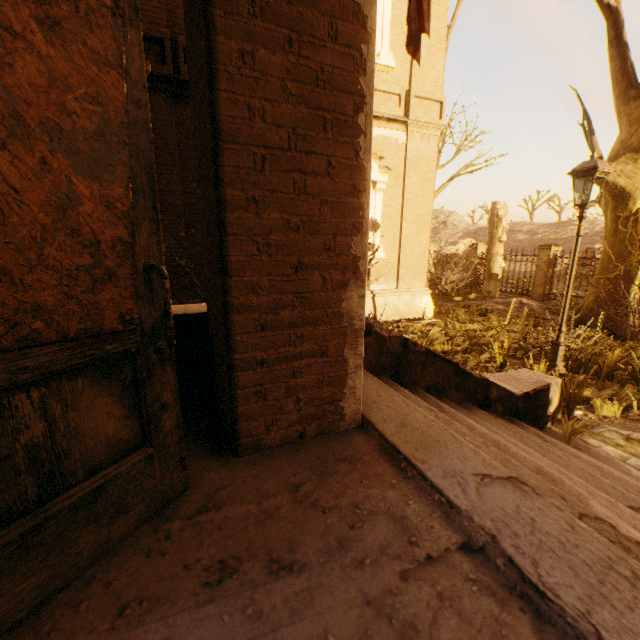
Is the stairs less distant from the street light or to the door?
the door

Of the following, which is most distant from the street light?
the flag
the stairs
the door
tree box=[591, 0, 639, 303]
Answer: tree box=[591, 0, 639, 303]

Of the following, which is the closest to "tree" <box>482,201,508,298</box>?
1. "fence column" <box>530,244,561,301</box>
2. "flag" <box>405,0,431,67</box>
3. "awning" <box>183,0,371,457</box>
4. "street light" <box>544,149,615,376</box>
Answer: "awning" <box>183,0,371,457</box>

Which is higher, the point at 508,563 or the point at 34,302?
the point at 34,302

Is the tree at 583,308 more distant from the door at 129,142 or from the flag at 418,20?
the flag at 418,20

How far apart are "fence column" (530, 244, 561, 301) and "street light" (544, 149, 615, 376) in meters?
10.6

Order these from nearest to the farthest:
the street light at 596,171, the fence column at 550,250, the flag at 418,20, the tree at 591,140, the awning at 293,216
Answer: the awning at 293,216 → the flag at 418,20 → the street light at 596,171 → the tree at 591,140 → the fence column at 550,250

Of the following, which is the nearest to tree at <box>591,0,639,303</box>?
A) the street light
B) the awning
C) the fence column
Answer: the awning
